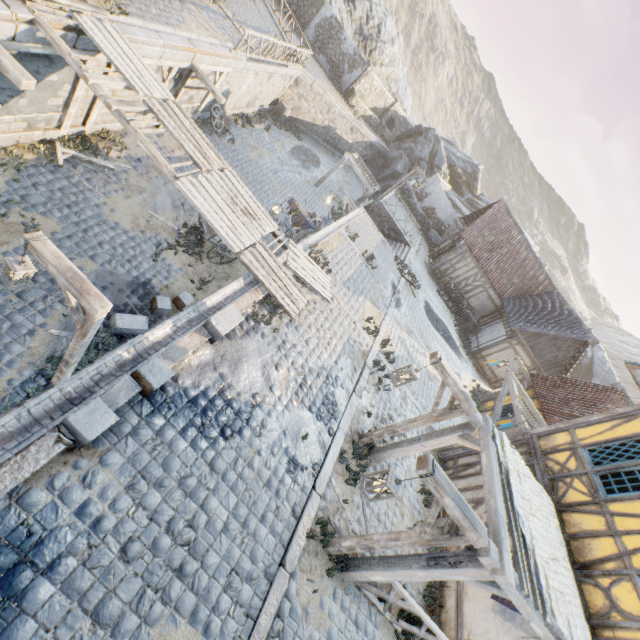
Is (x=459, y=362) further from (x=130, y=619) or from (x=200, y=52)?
(x=200, y=52)

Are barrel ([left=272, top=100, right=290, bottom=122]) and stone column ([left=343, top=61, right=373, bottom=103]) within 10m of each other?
yes

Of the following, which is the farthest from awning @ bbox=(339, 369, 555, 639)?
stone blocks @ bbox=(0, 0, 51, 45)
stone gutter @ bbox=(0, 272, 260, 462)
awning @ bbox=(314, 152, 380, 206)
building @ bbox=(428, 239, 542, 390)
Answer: awning @ bbox=(314, 152, 380, 206)

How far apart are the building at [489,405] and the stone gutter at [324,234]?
11.3m

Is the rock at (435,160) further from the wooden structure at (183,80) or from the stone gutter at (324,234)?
the wooden structure at (183,80)

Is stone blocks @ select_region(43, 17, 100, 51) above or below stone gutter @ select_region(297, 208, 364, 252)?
below

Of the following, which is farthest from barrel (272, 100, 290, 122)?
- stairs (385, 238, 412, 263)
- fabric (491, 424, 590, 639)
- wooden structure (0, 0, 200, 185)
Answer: fabric (491, 424, 590, 639)

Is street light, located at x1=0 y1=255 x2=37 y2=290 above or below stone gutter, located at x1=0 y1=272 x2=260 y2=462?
below
